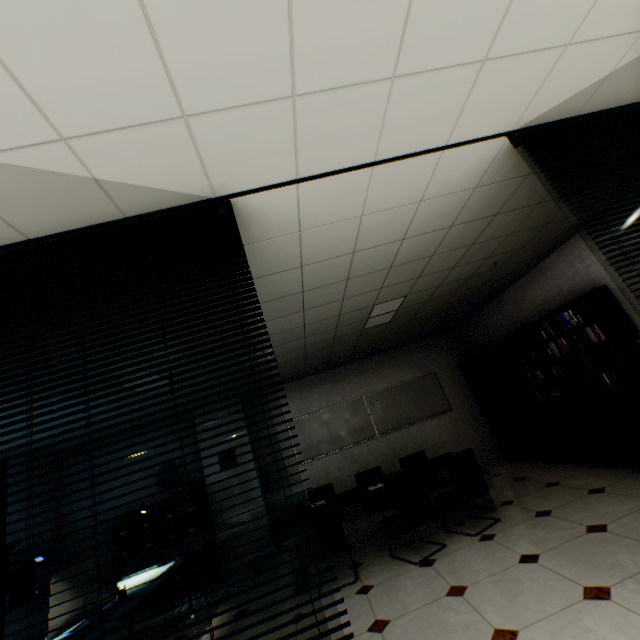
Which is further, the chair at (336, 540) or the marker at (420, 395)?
the marker at (420, 395)

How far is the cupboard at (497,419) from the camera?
5.49m

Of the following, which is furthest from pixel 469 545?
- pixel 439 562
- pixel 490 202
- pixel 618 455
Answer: pixel 490 202

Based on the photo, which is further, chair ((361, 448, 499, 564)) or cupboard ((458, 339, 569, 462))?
cupboard ((458, 339, 569, 462))

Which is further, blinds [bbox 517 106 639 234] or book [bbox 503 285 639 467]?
book [bbox 503 285 639 467]

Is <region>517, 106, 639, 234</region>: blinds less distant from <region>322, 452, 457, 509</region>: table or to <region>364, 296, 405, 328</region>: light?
<region>364, 296, 405, 328</region>: light

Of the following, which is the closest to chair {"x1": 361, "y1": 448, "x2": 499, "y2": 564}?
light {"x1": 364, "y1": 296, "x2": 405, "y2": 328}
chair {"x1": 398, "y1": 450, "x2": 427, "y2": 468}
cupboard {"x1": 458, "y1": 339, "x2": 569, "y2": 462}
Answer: chair {"x1": 398, "y1": 450, "x2": 427, "y2": 468}

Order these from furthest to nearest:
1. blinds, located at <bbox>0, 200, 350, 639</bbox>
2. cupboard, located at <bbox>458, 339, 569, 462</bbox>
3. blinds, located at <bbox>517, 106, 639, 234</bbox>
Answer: cupboard, located at <bbox>458, 339, 569, 462</bbox>, blinds, located at <bbox>517, 106, 639, 234</bbox>, blinds, located at <bbox>0, 200, 350, 639</bbox>
